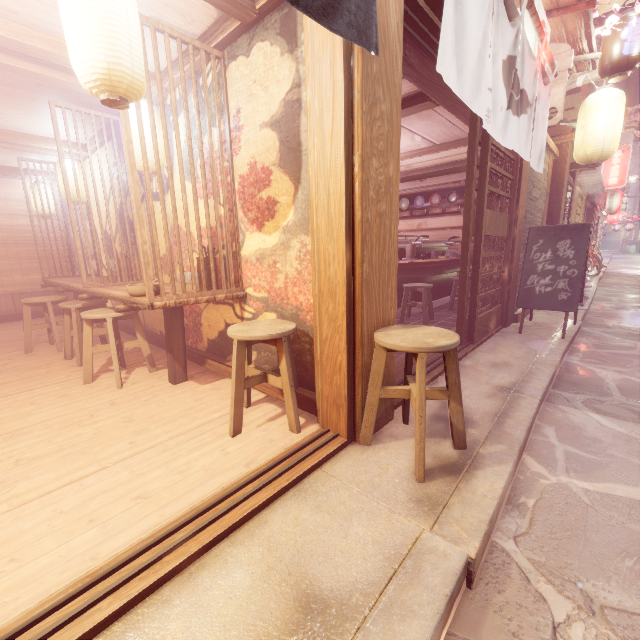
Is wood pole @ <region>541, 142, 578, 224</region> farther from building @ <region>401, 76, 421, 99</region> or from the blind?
the blind

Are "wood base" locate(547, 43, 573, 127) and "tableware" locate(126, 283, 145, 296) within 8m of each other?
no

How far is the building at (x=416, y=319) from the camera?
9.7 meters

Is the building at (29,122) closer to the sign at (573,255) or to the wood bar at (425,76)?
the wood bar at (425,76)

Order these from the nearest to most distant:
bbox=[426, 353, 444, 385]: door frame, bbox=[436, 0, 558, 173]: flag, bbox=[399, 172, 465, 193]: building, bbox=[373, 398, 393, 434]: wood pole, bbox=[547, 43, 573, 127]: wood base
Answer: bbox=[436, 0, 558, 173]: flag < bbox=[373, 398, 393, 434]: wood pole < bbox=[426, 353, 444, 385]: door frame < bbox=[547, 43, 573, 127]: wood base < bbox=[399, 172, 465, 193]: building

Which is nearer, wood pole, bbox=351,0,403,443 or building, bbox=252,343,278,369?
wood pole, bbox=351,0,403,443

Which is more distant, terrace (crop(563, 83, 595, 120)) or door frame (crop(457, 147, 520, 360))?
terrace (crop(563, 83, 595, 120))

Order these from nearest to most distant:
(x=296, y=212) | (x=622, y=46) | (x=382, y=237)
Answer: (x=382, y=237) → (x=296, y=212) → (x=622, y=46)
